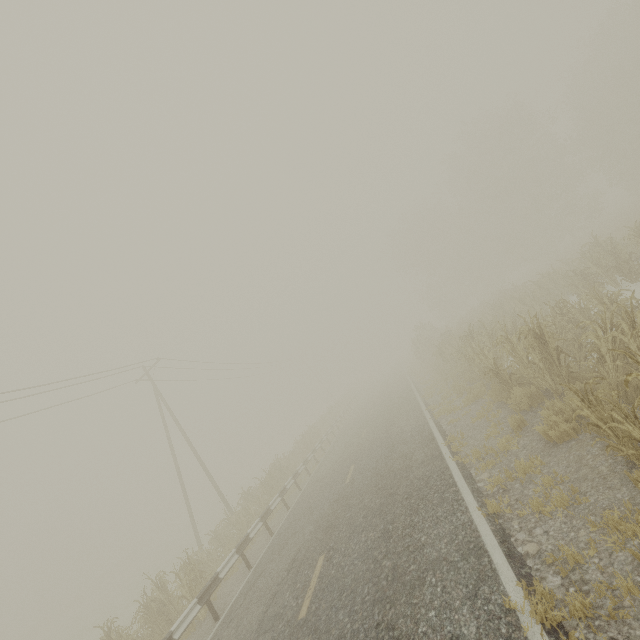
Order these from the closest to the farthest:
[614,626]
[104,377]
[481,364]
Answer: [614,626] < [481,364] < [104,377]

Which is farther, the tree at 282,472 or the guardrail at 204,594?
the tree at 282,472

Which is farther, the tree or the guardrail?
the tree
